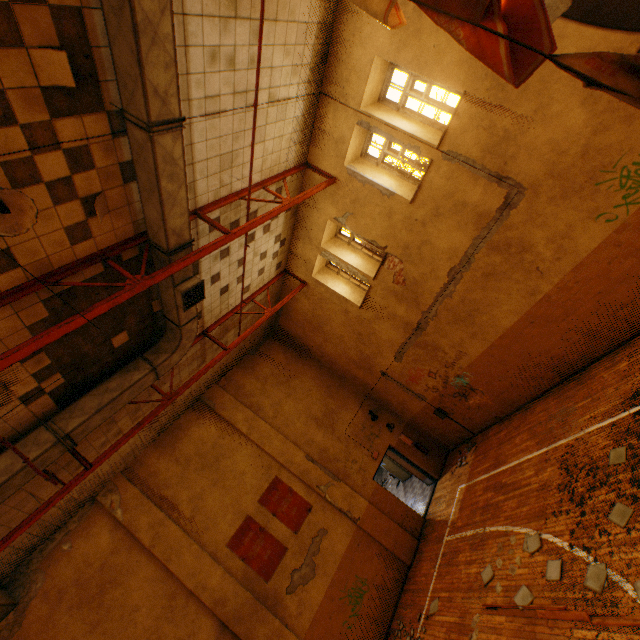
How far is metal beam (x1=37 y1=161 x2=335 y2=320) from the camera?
4.7 meters

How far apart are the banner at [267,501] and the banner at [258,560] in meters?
0.3 m

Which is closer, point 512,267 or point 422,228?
point 512,267

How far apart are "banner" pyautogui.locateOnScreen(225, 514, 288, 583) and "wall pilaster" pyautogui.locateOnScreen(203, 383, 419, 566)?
1.72m

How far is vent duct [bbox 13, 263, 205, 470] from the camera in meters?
5.8

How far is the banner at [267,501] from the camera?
10.14m

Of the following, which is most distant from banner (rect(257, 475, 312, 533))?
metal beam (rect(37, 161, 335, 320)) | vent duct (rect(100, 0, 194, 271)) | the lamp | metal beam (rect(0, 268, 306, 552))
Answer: the lamp

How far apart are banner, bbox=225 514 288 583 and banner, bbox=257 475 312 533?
0.34m
